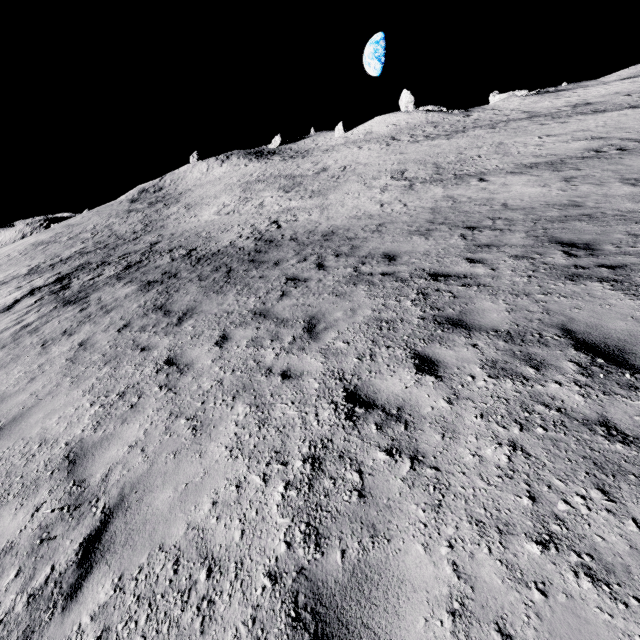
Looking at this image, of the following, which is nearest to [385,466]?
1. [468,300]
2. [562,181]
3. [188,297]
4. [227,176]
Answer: [468,300]
